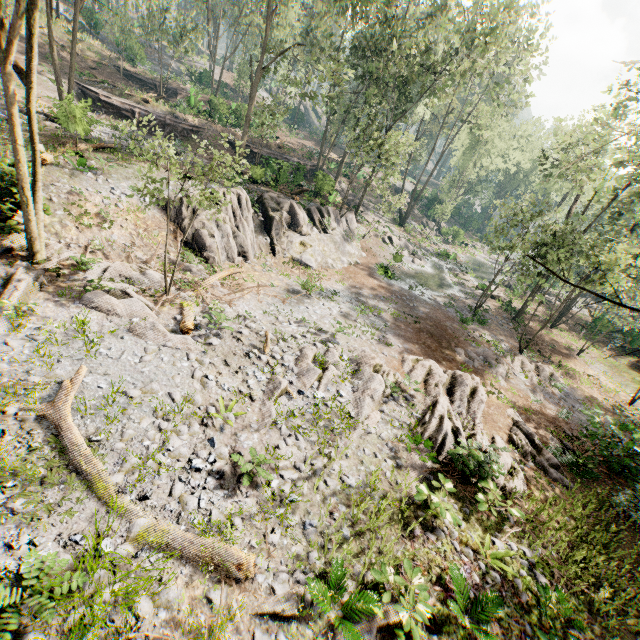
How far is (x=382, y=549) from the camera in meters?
7.6 m

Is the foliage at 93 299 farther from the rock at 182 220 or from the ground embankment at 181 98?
the ground embankment at 181 98

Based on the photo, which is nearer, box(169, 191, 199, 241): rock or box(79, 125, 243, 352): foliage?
box(79, 125, 243, 352): foliage

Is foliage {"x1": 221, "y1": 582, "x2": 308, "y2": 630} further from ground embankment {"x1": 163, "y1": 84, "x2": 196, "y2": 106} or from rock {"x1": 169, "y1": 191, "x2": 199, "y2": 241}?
ground embankment {"x1": 163, "y1": 84, "x2": 196, "y2": 106}

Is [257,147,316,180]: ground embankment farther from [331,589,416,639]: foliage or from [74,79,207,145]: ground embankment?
[74,79,207,145]: ground embankment

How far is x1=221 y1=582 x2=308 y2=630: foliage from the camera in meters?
5.9 m

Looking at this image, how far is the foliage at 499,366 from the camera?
18.59m

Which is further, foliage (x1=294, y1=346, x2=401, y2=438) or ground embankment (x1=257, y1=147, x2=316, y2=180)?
ground embankment (x1=257, y1=147, x2=316, y2=180)
